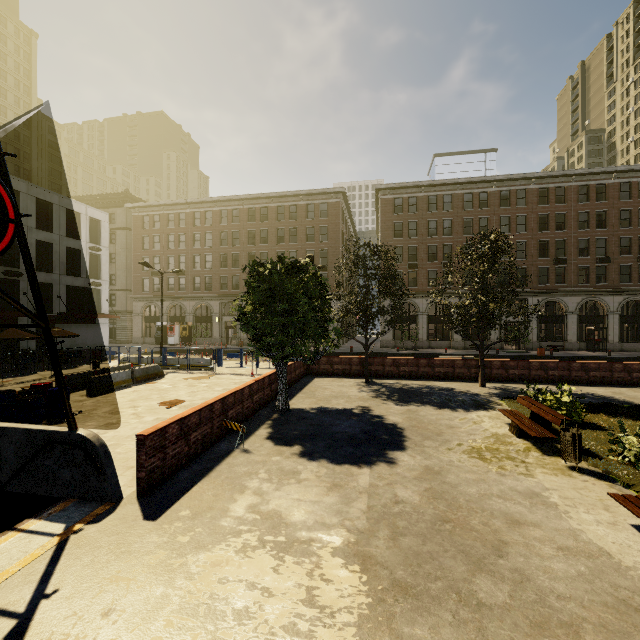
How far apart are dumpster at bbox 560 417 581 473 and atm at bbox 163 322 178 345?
43.84m

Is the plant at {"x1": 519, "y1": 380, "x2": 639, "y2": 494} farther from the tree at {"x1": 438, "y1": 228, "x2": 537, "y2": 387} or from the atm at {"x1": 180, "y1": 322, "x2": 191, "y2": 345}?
the atm at {"x1": 180, "y1": 322, "x2": 191, "y2": 345}

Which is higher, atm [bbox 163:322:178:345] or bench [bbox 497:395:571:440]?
atm [bbox 163:322:178:345]

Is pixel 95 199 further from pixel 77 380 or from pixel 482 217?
pixel 482 217

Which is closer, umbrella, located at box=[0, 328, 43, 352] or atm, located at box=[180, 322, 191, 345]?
umbrella, located at box=[0, 328, 43, 352]

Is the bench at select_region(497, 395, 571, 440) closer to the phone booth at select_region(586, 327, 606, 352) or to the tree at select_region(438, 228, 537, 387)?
the tree at select_region(438, 228, 537, 387)

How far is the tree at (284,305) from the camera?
11.1m

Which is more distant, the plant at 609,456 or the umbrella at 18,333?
the umbrella at 18,333
